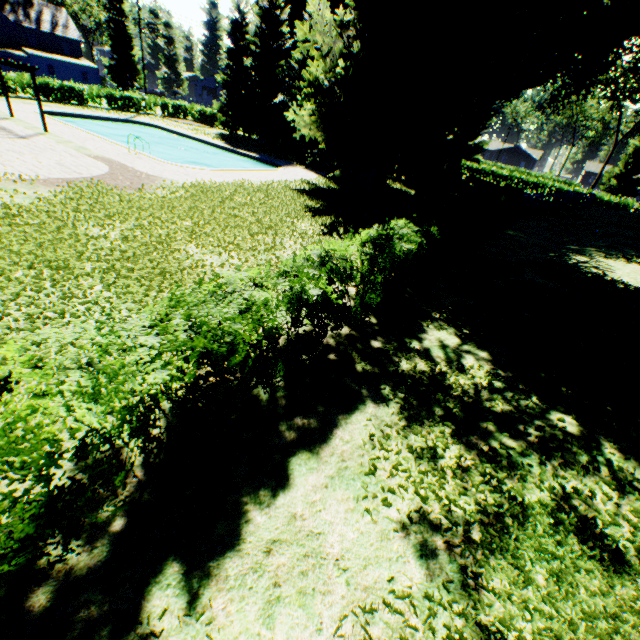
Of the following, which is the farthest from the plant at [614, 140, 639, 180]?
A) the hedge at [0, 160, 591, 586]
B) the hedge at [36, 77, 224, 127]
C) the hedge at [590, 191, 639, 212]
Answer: the hedge at [0, 160, 591, 586]

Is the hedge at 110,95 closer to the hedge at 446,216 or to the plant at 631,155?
the plant at 631,155

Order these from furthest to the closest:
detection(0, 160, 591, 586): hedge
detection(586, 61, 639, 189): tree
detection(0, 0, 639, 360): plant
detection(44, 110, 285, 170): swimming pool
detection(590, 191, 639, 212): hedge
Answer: detection(586, 61, 639, 189): tree < detection(590, 191, 639, 212): hedge < detection(44, 110, 285, 170): swimming pool < detection(0, 0, 639, 360): plant < detection(0, 160, 591, 586): hedge

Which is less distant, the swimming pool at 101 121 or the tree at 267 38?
the swimming pool at 101 121

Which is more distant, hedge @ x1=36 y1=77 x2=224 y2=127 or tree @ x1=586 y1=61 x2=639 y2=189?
tree @ x1=586 y1=61 x2=639 y2=189

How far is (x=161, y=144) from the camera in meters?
32.9

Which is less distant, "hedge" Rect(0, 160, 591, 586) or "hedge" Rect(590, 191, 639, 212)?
"hedge" Rect(0, 160, 591, 586)

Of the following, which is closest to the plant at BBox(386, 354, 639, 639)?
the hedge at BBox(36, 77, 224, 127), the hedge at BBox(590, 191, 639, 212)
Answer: the hedge at BBox(590, 191, 639, 212)
